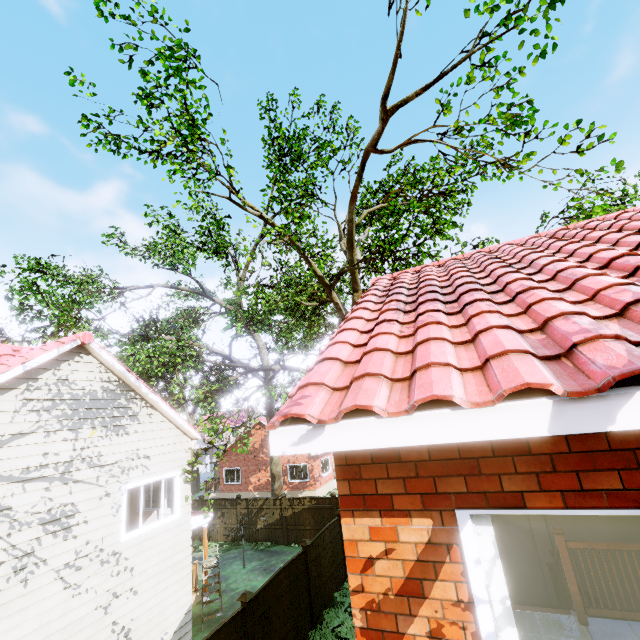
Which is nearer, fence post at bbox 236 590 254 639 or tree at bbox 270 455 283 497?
fence post at bbox 236 590 254 639

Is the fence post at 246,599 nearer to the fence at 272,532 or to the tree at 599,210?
the fence at 272,532

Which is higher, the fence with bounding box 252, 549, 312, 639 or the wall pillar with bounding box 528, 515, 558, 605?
the wall pillar with bounding box 528, 515, 558, 605

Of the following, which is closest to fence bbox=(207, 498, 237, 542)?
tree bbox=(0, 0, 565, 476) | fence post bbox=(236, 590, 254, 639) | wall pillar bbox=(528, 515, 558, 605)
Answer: fence post bbox=(236, 590, 254, 639)

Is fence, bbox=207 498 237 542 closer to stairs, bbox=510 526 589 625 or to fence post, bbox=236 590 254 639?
fence post, bbox=236 590 254 639

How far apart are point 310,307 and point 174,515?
9.99m

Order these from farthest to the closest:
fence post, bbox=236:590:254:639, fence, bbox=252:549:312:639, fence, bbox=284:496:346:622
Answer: fence, bbox=284:496:346:622, fence, bbox=252:549:312:639, fence post, bbox=236:590:254:639

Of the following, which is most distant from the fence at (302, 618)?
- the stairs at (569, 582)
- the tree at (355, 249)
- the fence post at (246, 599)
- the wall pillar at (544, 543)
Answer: the wall pillar at (544, 543)
